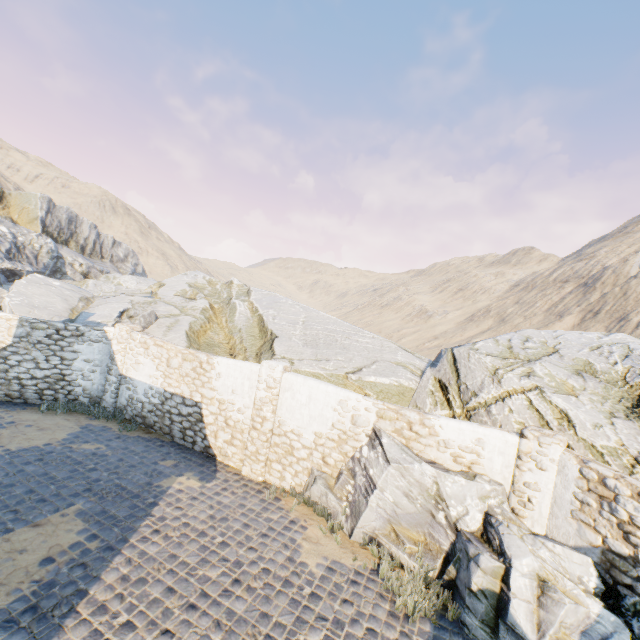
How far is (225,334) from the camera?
15.8m

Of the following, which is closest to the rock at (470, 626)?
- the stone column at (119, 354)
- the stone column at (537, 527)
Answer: the stone column at (537, 527)

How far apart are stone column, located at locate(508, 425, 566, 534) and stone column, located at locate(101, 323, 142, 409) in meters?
12.0

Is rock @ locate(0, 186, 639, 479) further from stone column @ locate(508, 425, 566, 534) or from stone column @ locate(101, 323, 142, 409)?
stone column @ locate(101, 323, 142, 409)

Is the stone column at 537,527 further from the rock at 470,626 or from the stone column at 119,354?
the stone column at 119,354

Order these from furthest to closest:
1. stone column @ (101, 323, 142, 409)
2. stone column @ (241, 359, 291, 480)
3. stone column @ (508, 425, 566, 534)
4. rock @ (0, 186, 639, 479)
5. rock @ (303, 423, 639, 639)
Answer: stone column @ (101, 323, 142, 409), stone column @ (241, 359, 291, 480), rock @ (0, 186, 639, 479), stone column @ (508, 425, 566, 534), rock @ (303, 423, 639, 639)

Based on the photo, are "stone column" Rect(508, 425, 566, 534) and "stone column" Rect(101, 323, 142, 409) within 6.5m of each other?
no

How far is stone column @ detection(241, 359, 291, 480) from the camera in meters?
8.8 m
